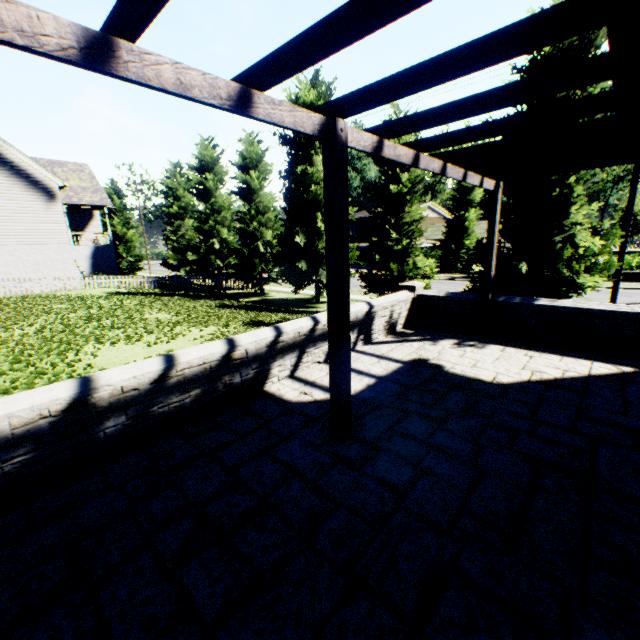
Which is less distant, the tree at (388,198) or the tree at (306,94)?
the tree at (388,198)

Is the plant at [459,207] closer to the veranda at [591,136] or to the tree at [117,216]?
the tree at [117,216]

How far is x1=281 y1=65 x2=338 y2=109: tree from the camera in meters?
15.7 m

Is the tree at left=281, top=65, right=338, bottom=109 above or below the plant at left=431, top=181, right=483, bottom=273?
above

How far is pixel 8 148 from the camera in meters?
16.6

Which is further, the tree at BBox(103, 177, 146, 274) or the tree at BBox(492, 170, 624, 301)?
the tree at BBox(103, 177, 146, 274)
